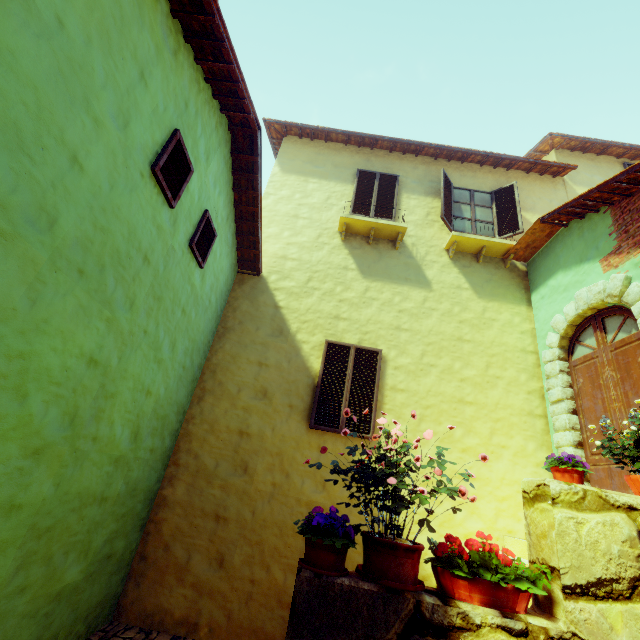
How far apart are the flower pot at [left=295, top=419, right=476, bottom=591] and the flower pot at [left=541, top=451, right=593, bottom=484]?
0.7m

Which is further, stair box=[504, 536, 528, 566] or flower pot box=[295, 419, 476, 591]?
stair box=[504, 536, 528, 566]

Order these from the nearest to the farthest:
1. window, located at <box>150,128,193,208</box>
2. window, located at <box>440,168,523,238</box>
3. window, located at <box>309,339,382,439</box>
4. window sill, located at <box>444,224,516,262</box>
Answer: window, located at <box>150,128,193,208</box> < window, located at <box>309,339,382,439</box> < window sill, located at <box>444,224,516,262</box> < window, located at <box>440,168,523,238</box>

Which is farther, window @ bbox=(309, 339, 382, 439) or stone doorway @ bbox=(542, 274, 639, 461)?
window @ bbox=(309, 339, 382, 439)

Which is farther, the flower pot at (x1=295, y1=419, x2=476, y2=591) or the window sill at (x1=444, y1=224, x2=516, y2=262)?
the window sill at (x1=444, y1=224, x2=516, y2=262)

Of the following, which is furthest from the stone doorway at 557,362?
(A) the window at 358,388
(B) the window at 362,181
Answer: (B) the window at 362,181

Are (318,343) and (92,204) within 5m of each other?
yes

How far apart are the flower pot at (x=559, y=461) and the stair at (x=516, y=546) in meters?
0.9 m
